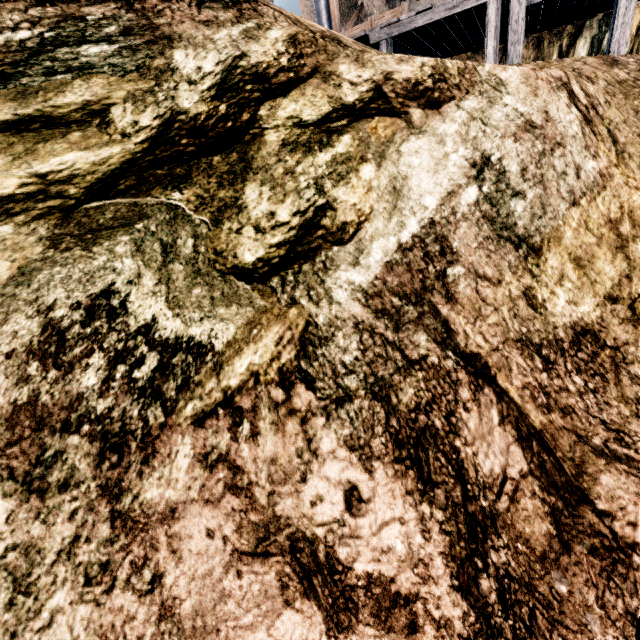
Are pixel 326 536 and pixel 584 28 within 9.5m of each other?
no

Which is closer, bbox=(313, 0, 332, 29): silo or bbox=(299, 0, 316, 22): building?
bbox=(313, 0, 332, 29): silo

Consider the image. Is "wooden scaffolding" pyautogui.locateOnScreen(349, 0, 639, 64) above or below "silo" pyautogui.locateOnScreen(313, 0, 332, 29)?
below

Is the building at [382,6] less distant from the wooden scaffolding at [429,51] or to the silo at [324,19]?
the silo at [324,19]

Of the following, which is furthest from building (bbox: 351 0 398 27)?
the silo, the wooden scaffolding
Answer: the wooden scaffolding
